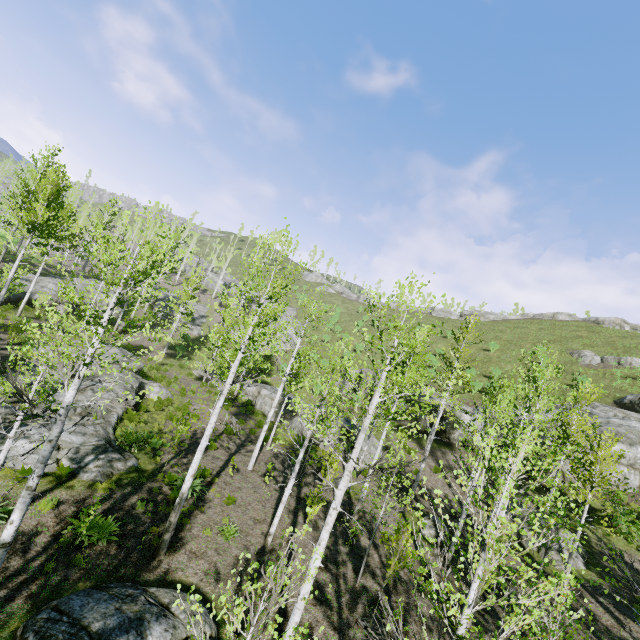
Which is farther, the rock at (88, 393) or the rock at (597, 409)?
the rock at (597, 409)

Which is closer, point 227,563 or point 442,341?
point 227,563

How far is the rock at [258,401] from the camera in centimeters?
2725cm

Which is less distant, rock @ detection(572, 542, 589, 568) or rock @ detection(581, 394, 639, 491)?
rock @ detection(572, 542, 589, 568)

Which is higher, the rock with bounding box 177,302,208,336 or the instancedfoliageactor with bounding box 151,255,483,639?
the rock with bounding box 177,302,208,336

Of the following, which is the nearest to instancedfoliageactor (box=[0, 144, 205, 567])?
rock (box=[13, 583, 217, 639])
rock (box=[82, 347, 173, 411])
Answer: rock (box=[13, 583, 217, 639])

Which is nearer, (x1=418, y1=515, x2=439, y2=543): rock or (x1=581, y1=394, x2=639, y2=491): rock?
(x1=418, y1=515, x2=439, y2=543): rock

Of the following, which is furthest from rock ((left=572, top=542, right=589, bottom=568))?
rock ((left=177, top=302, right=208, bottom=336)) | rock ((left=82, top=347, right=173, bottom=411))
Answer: rock ((left=177, top=302, right=208, bottom=336))
